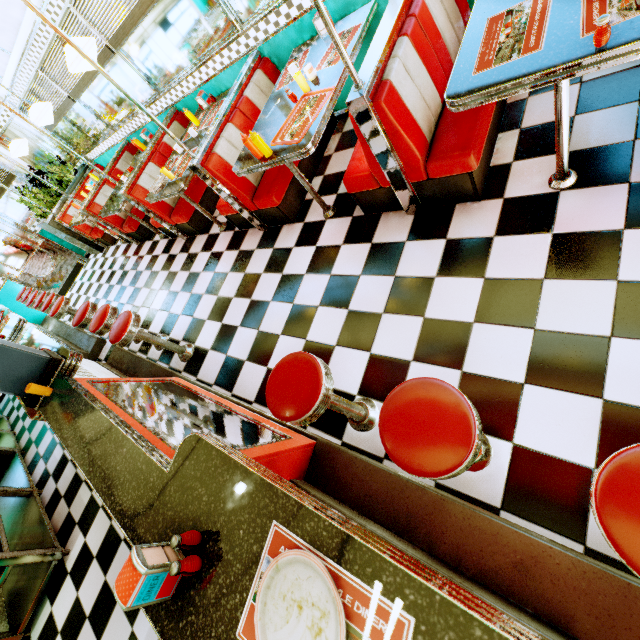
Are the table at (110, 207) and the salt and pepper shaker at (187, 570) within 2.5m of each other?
no

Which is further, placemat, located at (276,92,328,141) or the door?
the door

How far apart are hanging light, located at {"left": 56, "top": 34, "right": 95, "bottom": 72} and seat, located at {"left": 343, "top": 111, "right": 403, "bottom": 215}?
2.8 meters

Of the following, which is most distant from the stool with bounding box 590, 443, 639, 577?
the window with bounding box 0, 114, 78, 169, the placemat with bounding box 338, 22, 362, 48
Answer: the window with bounding box 0, 114, 78, 169

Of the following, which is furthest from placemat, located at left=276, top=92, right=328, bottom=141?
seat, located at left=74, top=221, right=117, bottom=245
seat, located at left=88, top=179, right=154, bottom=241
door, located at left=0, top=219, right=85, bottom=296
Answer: door, located at left=0, top=219, right=85, bottom=296

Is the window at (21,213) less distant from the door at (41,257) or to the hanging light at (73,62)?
the door at (41,257)

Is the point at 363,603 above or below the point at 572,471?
above

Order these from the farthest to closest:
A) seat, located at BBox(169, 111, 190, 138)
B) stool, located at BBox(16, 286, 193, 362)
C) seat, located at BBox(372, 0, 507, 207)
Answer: seat, located at BBox(169, 111, 190, 138)
stool, located at BBox(16, 286, 193, 362)
seat, located at BBox(372, 0, 507, 207)
